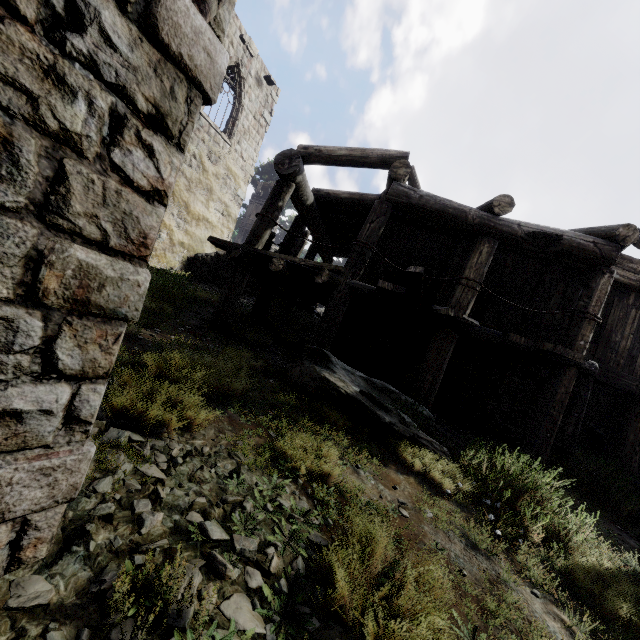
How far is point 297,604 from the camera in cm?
196

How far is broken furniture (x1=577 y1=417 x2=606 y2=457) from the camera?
11.24m

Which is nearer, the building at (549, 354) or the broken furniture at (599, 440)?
the building at (549, 354)

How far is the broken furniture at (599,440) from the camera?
11.2 meters

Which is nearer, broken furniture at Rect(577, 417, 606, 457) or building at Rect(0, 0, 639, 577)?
building at Rect(0, 0, 639, 577)
